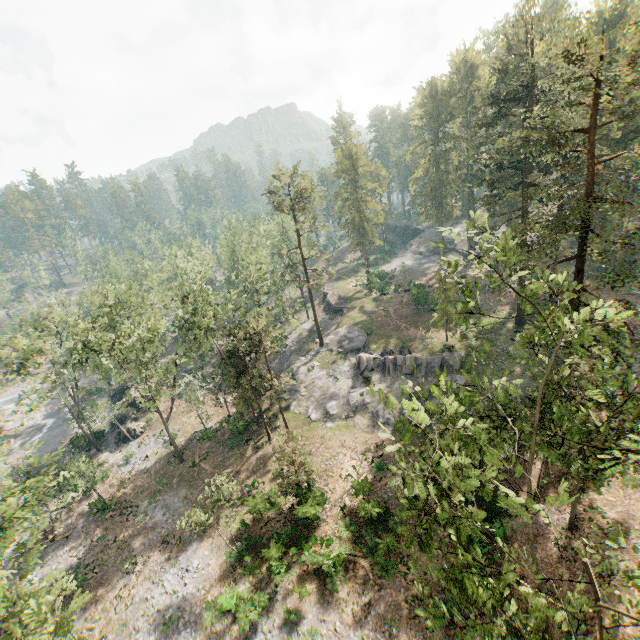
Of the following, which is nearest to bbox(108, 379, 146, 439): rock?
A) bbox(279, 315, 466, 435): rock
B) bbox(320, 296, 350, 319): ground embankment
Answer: bbox(279, 315, 466, 435): rock

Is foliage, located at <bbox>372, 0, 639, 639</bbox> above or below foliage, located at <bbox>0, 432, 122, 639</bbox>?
above

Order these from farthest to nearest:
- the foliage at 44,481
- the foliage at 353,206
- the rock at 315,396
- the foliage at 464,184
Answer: the foliage at 353,206, the rock at 315,396, the foliage at 44,481, the foliage at 464,184

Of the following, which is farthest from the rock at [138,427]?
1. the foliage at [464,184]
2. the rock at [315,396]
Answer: the rock at [315,396]

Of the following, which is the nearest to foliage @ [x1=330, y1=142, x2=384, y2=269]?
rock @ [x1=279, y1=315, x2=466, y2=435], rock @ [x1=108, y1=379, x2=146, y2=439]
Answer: rock @ [x1=279, y1=315, x2=466, y2=435]

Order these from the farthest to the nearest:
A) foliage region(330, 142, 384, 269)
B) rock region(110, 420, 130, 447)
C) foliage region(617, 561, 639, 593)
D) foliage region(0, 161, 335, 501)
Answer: foliage region(330, 142, 384, 269), rock region(110, 420, 130, 447), foliage region(0, 161, 335, 501), foliage region(617, 561, 639, 593)

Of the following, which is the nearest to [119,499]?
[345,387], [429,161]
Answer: [345,387]

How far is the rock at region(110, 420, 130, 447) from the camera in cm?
4178
